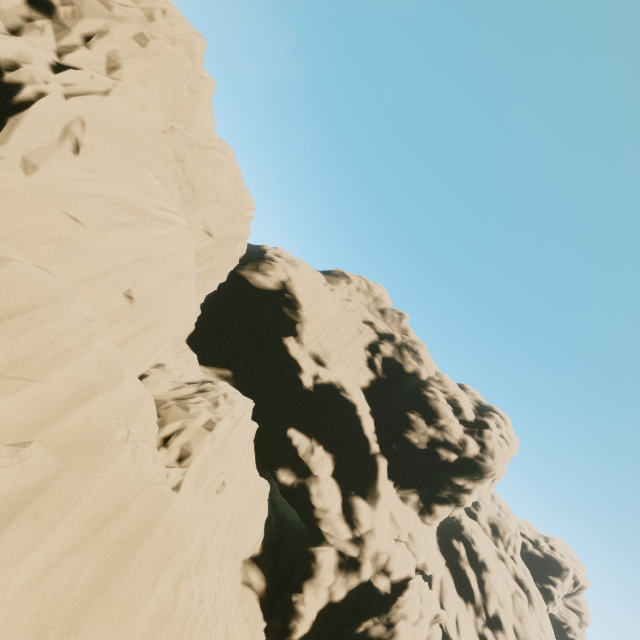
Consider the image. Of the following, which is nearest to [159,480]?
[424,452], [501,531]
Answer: [424,452]
